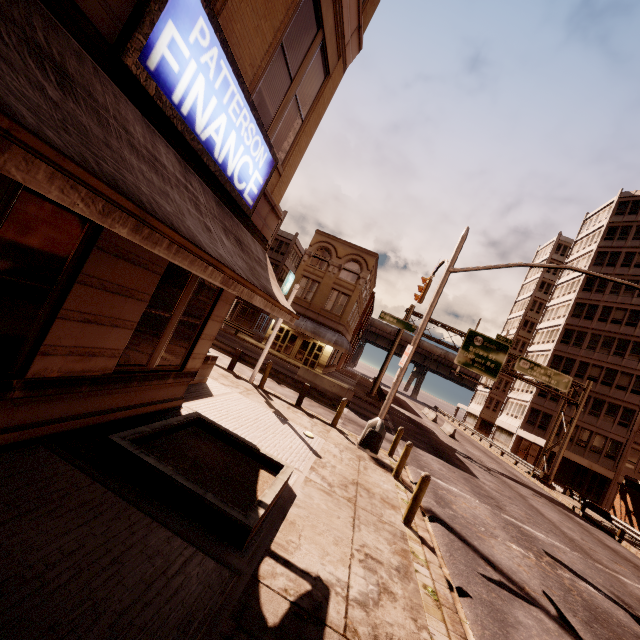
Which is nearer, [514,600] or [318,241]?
[514,600]

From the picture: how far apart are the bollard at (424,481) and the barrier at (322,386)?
13.29m

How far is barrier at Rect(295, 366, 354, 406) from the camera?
21.0m

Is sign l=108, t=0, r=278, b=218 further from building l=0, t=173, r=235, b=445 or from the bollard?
the bollard

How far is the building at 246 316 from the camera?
40.6 meters

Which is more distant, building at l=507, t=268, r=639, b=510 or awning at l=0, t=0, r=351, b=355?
building at l=507, t=268, r=639, b=510

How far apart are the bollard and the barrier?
13.3 meters

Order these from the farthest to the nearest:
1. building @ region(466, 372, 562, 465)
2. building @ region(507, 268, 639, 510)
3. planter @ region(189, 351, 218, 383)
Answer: building @ region(466, 372, 562, 465) < building @ region(507, 268, 639, 510) < planter @ region(189, 351, 218, 383)
